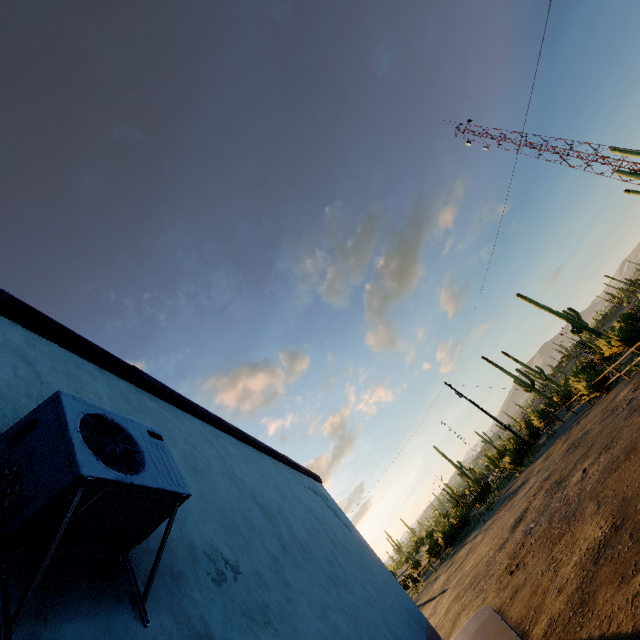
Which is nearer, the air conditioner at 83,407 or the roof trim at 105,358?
the air conditioner at 83,407

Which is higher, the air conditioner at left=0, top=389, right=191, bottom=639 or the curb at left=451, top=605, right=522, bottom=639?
the air conditioner at left=0, top=389, right=191, bottom=639

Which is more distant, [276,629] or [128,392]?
[128,392]

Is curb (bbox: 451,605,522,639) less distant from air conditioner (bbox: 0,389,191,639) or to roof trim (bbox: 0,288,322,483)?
air conditioner (bbox: 0,389,191,639)

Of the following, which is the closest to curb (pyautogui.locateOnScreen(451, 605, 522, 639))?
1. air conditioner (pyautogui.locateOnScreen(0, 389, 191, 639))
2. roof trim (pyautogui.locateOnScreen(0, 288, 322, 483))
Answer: air conditioner (pyautogui.locateOnScreen(0, 389, 191, 639))

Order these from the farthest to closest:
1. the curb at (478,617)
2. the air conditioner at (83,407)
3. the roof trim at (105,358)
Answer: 1. the curb at (478,617)
2. the roof trim at (105,358)
3. the air conditioner at (83,407)
